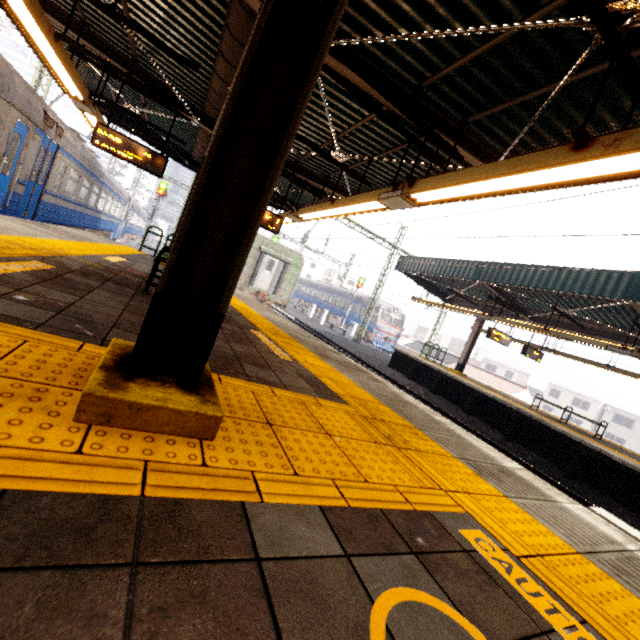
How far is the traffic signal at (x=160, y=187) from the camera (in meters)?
23.72

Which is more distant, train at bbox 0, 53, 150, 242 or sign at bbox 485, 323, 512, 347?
sign at bbox 485, 323, 512, 347

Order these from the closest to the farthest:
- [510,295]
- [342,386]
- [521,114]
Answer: [342,386] < [521,114] < [510,295]

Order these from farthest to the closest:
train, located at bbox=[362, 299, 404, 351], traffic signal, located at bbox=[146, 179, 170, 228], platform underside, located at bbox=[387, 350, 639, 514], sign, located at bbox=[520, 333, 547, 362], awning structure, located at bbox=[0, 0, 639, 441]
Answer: train, located at bbox=[362, 299, 404, 351], traffic signal, located at bbox=[146, 179, 170, 228], sign, located at bbox=[520, 333, 547, 362], platform underside, located at bbox=[387, 350, 639, 514], awning structure, located at bbox=[0, 0, 639, 441]

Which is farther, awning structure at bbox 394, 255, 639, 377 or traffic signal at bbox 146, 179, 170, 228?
traffic signal at bbox 146, 179, 170, 228

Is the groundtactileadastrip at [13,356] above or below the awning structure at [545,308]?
below

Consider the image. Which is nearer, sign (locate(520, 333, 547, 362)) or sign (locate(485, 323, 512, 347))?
sign (locate(485, 323, 512, 347))

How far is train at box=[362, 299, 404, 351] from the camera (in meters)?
30.72
